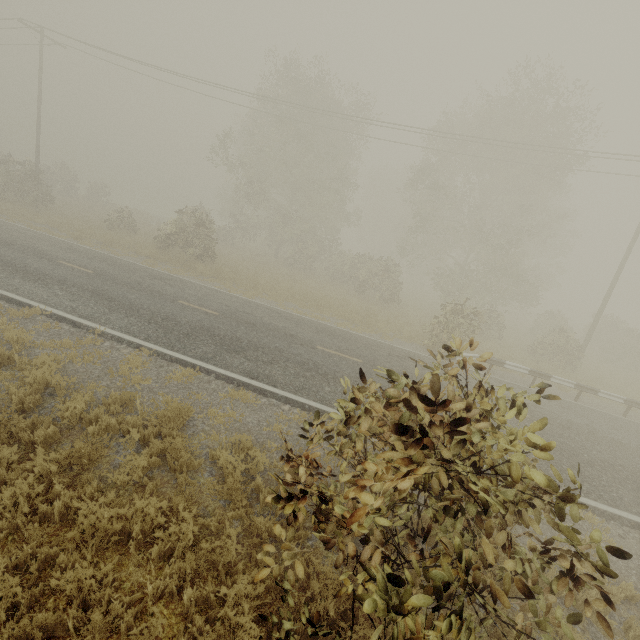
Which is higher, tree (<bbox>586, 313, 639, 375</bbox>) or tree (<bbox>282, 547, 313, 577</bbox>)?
tree (<bbox>282, 547, 313, 577</bbox>)

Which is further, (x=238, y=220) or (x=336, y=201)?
(x=336, y=201)

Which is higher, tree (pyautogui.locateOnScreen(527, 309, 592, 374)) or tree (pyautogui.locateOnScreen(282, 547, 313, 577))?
tree (pyautogui.locateOnScreen(282, 547, 313, 577))

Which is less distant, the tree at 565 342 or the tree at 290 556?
the tree at 290 556

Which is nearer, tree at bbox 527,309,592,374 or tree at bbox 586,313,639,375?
tree at bbox 527,309,592,374

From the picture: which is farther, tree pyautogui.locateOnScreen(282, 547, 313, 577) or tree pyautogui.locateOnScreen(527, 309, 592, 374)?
tree pyautogui.locateOnScreen(527, 309, 592, 374)

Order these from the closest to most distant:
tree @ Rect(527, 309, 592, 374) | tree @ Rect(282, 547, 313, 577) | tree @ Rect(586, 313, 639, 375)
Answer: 1. tree @ Rect(282, 547, 313, 577)
2. tree @ Rect(527, 309, 592, 374)
3. tree @ Rect(586, 313, 639, 375)

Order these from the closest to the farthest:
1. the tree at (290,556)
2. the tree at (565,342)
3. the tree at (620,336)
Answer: the tree at (290,556), the tree at (565,342), the tree at (620,336)
